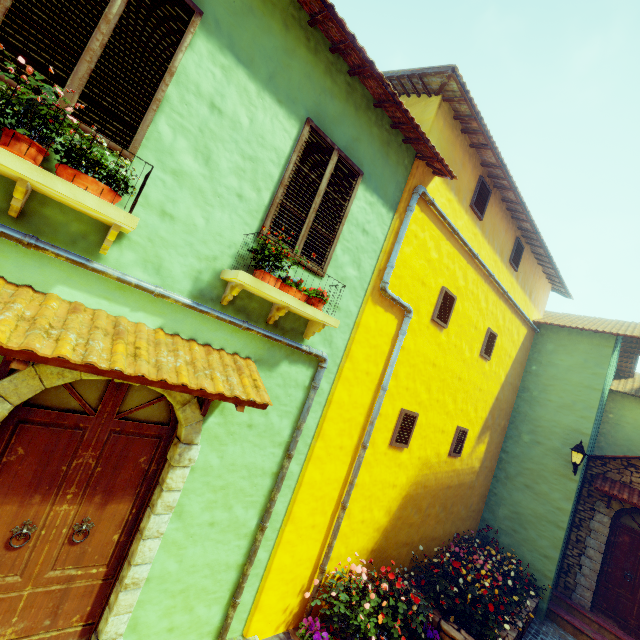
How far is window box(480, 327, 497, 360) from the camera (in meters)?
7.82

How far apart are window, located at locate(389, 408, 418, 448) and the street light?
4.95m

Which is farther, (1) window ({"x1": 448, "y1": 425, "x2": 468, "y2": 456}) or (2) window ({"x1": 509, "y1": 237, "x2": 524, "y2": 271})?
(2) window ({"x1": 509, "y1": 237, "x2": 524, "y2": 271})

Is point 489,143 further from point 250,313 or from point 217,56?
point 250,313

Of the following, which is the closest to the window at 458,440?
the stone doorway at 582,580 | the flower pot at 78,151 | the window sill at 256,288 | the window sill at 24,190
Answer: the stone doorway at 582,580

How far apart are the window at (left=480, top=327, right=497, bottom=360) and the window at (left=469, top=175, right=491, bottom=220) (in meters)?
2.62

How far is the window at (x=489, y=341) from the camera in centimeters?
782cm

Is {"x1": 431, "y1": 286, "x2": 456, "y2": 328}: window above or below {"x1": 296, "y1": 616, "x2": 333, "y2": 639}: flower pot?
above
